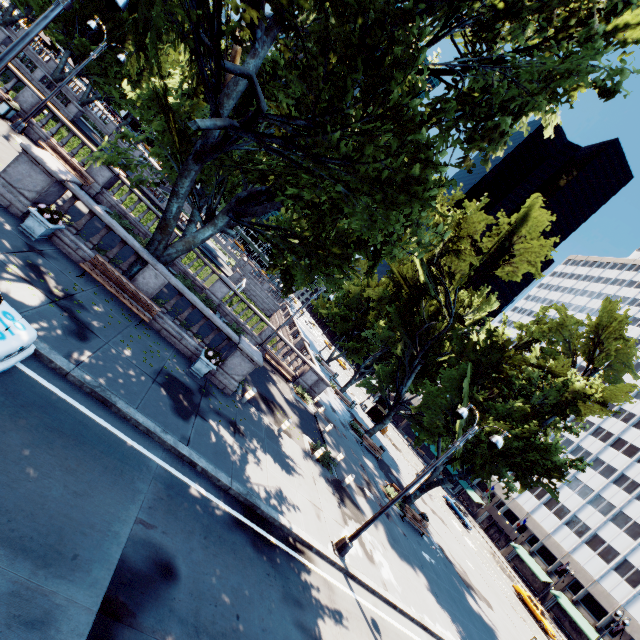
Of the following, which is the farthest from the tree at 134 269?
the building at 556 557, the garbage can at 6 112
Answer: the garbage can at 6 112

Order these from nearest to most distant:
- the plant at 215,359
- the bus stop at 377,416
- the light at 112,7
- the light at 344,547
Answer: the light at 112,7 → the light at 344,547 → the plant at 215,359 → the bus stop at 377,416

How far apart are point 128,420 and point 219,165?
9.0m

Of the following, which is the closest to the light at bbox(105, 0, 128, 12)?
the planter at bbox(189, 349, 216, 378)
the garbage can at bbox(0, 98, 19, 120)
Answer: the planter at bbox(189, 349, 216, 378)

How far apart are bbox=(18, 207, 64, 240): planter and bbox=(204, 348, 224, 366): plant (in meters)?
6.59

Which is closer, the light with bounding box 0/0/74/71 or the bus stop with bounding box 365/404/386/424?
the light with bounding box 0/0/74/71

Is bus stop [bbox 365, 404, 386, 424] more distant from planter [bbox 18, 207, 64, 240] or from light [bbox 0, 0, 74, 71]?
planter [bbox 18, 207, 64, 240]

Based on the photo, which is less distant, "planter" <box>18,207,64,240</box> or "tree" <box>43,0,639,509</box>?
"tree" <box>43,0,639,509</box>
